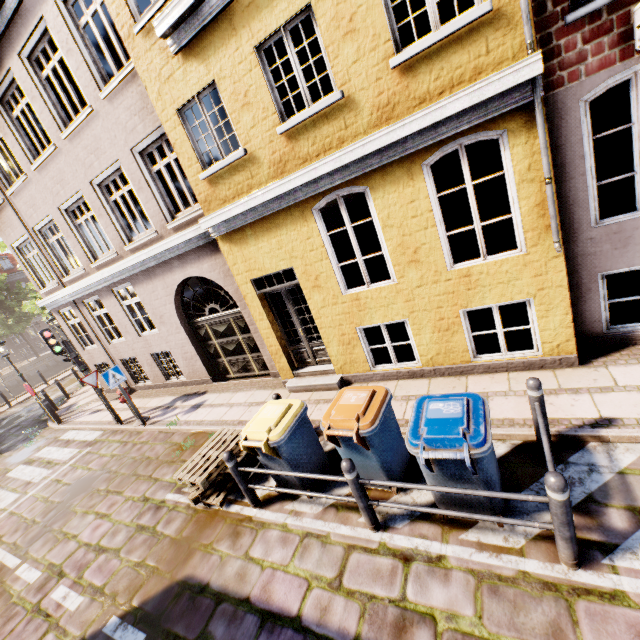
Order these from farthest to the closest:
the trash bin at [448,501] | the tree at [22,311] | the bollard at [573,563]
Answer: the tree at [22,311] → the trash bin at [448,501] → the bollard at [573,563]

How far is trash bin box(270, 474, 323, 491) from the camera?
4.8 meters

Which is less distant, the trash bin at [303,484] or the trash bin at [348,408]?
the trash bin at [348,408]

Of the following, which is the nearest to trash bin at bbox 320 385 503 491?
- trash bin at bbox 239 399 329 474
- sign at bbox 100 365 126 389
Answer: trash bin at bbox 239 399 329 474

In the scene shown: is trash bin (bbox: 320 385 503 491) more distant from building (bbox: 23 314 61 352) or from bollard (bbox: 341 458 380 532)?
building (bbox: 23 314 61 352)

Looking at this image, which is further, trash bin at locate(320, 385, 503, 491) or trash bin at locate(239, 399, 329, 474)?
trash bin at locate(239, 399, 329, 474)

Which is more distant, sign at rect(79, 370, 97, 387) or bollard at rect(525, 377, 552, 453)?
sign at rect(79, 370, 97, 387)

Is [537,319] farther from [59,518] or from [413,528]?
[59,518]
